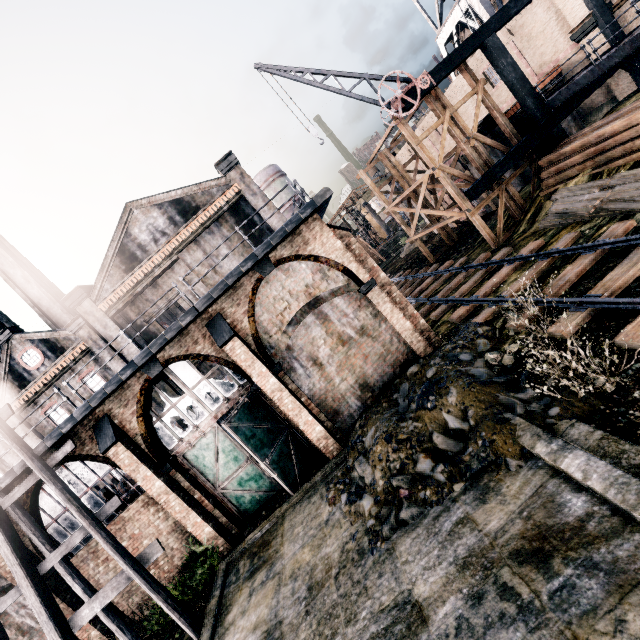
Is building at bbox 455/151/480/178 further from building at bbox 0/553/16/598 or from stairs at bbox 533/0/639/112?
building at bbox 0/553/16/598

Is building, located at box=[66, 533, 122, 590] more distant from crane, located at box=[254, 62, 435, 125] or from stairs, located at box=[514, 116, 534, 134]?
stairs, located at box=[514, 116, 534, 134]

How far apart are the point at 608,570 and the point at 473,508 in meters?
2.4

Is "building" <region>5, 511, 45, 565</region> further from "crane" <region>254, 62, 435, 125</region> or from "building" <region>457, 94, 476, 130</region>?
"building" <region>457, 94, 476, 130</region>

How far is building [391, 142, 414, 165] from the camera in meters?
39.8 m

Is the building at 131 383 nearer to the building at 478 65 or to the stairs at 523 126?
the building at 478 65

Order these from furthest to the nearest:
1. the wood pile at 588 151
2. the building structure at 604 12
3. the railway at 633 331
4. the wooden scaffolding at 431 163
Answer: the wooden scaffolding at 431 163 < the building structure at 604 12 < the wood pile at 588 151 < the railway at 633 331

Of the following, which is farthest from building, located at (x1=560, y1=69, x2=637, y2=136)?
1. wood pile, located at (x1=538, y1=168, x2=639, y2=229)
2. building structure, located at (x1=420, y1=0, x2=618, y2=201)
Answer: wood pile, located at (x1=538, y1=168, x2=639, y2=229)
